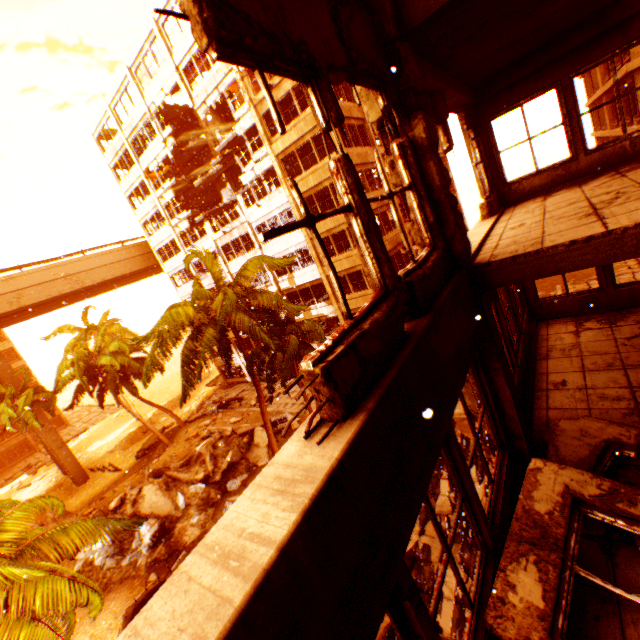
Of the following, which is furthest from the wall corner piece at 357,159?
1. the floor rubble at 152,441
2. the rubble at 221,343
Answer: the floor rubble at 152,441

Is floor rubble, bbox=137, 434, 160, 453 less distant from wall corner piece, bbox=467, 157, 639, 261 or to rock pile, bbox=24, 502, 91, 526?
rock pile, bbox=24, 502, 91, 526

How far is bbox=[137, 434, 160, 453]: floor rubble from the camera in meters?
32.0

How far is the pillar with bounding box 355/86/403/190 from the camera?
3.71m

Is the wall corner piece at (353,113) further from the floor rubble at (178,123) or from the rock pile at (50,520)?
the rock pile at (50,520)

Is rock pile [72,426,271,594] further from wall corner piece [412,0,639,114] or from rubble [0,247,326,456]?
wall corner piece [412,0,639,114]

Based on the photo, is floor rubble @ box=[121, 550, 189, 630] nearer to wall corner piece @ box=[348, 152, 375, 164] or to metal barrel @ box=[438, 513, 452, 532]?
metal barrel @ box=[438, 513, 452, 532]

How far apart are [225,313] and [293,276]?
12.9m
